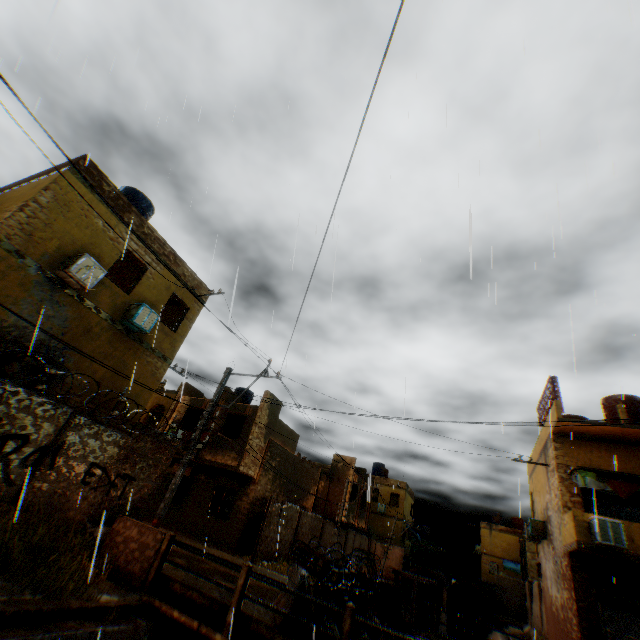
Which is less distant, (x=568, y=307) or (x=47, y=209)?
(x=568, y=307)

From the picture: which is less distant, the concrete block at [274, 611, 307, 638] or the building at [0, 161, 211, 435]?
the concrete block at [274, 611, 307, 638]

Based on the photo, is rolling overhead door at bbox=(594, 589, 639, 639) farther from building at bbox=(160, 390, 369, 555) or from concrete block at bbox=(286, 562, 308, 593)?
concrete block at bbox=(286, 562, 308, 593)

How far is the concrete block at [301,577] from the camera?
7.29m

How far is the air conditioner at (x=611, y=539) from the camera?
11.06m

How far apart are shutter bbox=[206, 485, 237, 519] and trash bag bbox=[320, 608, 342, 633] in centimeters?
1302cm

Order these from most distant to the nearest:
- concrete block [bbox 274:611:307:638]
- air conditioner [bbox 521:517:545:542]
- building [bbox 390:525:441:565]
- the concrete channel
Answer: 1. building [bbox 390:525:441:565]
2. air conditioner [bbox 521:517:545:542]
3. concrete block [bbox 274:611:307:638]
4. the concrete channel
